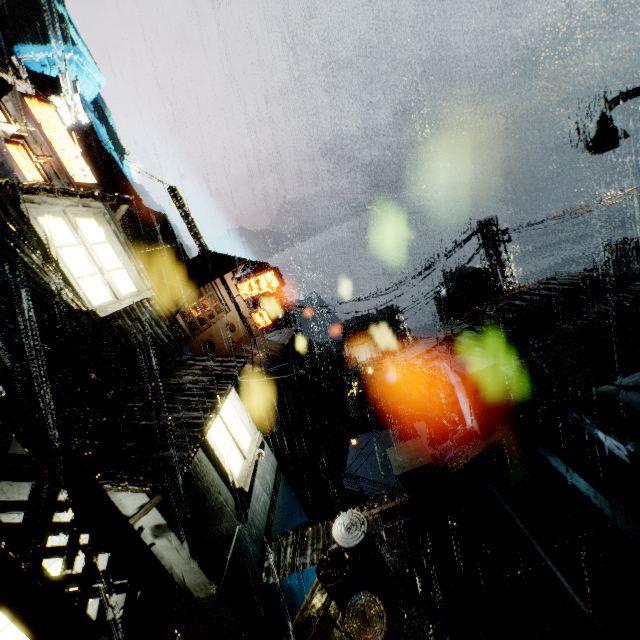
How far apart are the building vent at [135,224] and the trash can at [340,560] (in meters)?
43.79

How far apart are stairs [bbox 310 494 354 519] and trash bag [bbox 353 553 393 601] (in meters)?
9.28

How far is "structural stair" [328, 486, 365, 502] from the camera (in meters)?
17.19

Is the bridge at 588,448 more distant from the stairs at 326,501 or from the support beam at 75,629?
the stairs at 326,501

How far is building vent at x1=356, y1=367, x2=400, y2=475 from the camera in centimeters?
2812cm

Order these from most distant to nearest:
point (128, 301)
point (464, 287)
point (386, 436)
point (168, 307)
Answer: point (386, 436)
point (464, 287)
point (168, 307)
point (128, 301)

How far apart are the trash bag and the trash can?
0.01m

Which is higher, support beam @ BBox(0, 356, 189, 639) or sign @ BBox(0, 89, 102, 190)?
sign @ BBox(0, 89, 102, 190)
